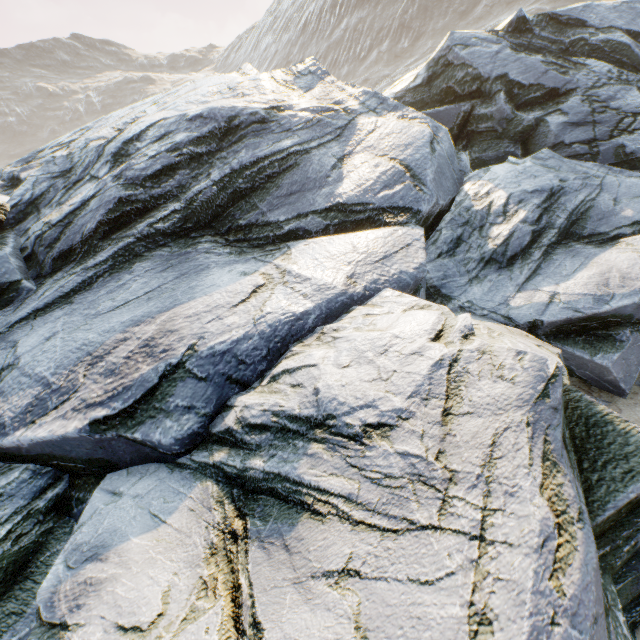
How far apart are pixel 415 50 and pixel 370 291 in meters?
74.5
